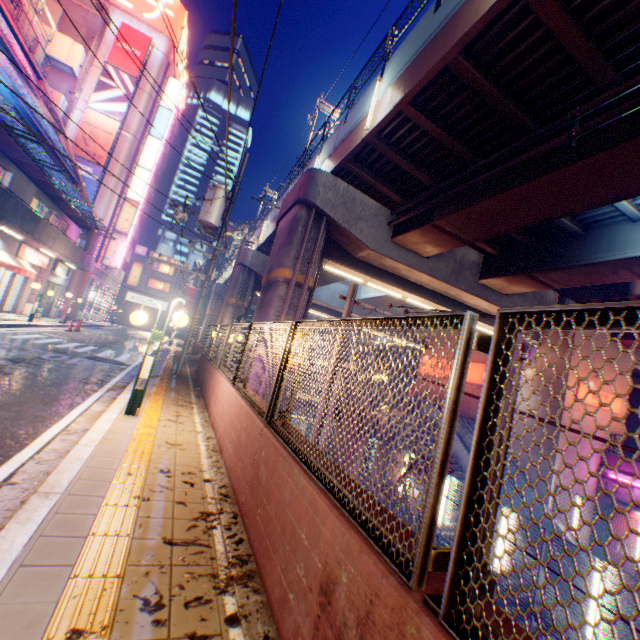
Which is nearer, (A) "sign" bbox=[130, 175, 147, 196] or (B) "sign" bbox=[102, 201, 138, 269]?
(B) "sign" bbox=[102, 201, 138, 269]

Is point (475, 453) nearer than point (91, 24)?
Yes

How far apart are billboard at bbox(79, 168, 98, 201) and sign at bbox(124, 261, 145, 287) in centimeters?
1605cm

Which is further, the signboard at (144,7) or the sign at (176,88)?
the sign at (176,88)

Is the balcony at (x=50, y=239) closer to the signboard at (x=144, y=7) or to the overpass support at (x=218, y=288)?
the overpass support at (x=218, y=288)

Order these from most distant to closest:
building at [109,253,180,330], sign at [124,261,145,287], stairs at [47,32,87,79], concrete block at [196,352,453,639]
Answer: building at [109,253,180,330]
sign at [124,261,145,287]
stairs at [47,32,87,79]
concrete block at [196,352,453,639]

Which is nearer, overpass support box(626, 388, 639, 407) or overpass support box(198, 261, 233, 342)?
overpass support box(626, 388, 639, 407)

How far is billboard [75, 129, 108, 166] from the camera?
27.70m
